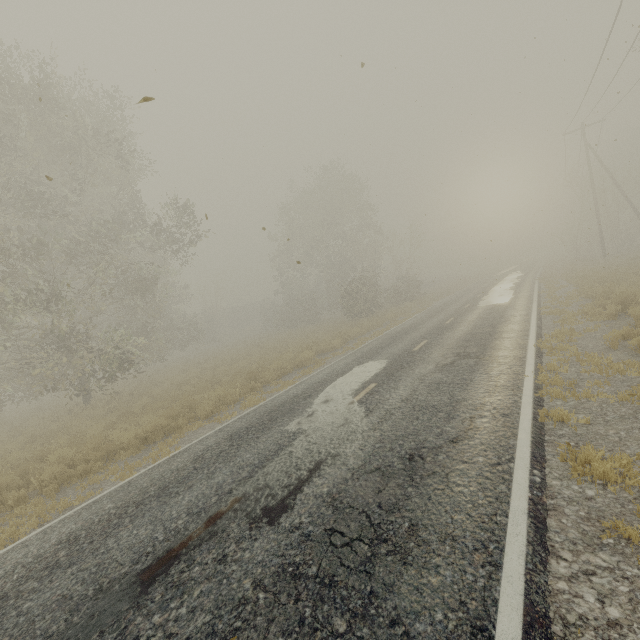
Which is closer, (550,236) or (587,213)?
(587,213)

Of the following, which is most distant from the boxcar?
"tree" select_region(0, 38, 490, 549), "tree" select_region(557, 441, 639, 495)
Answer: "tree" select_region(557, 441, 639, 495)

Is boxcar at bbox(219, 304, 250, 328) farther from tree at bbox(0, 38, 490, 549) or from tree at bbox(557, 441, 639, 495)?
tree at bbox(557, 441, 639, 495)

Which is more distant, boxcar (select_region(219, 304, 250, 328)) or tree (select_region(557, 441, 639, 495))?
boxcar (select_region(219, 304, 250, 328))

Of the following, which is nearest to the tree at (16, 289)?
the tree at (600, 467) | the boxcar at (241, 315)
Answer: the tree at (600, 467)

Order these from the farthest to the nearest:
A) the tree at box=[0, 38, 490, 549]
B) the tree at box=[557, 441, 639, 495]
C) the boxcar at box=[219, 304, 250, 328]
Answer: the boxcar at box=[219, 304, 250, 328] < the tree at box=[0, 38, 490, 549] < the tree at box=[557, 441, 639, 495]
